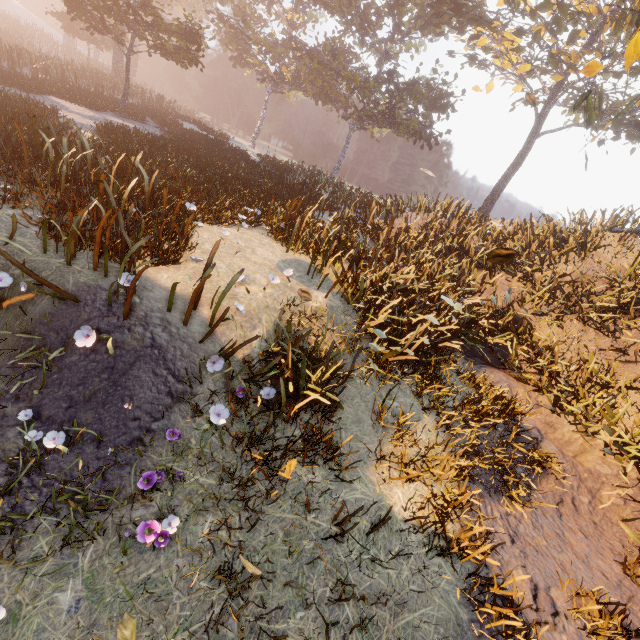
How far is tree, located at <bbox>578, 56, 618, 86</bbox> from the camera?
7.72m

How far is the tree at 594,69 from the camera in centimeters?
772cm

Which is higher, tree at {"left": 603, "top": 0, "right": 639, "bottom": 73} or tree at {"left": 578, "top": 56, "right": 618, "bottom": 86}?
tree at {"left": 603, "top": 0, "right": 639, "bottom": 73}

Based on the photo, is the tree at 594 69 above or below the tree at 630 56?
below

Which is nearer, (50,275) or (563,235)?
(50,275)
